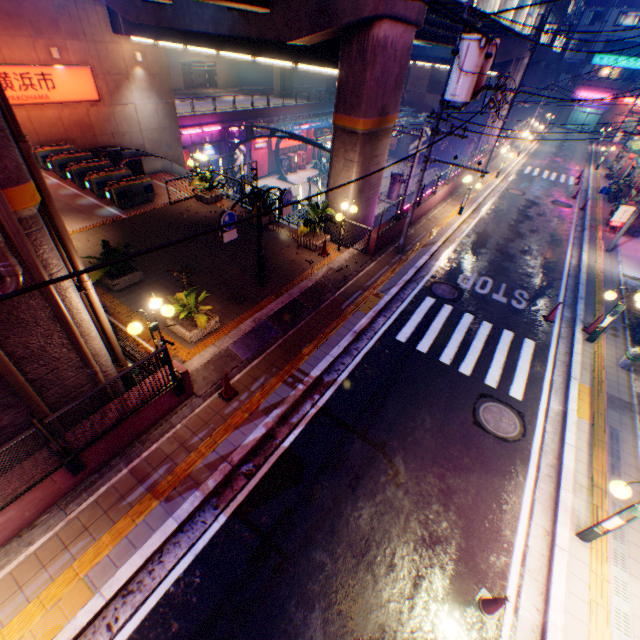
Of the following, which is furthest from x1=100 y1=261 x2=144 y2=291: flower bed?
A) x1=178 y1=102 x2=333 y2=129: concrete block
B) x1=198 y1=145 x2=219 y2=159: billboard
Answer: x1=198 y1=145 x2=219 y2=159: billboard

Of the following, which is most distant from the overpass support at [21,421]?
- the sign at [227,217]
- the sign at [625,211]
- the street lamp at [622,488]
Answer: the sign at [625,211]

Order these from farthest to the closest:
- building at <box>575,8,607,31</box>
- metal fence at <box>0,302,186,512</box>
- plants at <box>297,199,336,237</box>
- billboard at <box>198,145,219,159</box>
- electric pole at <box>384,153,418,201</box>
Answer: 1. building at <box>575,8,607,31</box>
2. billboard at <box>198,145,219,159</box>
3. electric pole at <box>384,153,418,201</box>
4. plants at <box>297,199,336,237</box>
5. metal fence at <box>0,302,186,512</box>

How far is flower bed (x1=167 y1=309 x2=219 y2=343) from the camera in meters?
9.2 m

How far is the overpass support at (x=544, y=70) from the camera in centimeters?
3966cm

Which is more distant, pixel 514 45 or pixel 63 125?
pixel 514 45

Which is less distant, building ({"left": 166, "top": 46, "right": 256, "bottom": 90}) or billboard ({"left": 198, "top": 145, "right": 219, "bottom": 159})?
billboard ({"left": 198, "top": 145, "right": 219, "bottom": 159})

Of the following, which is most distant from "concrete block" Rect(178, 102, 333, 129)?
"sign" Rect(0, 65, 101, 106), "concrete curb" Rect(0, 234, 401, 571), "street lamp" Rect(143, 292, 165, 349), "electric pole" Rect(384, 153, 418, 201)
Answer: "street lamp" Rect(143, 292, 165, 349)
